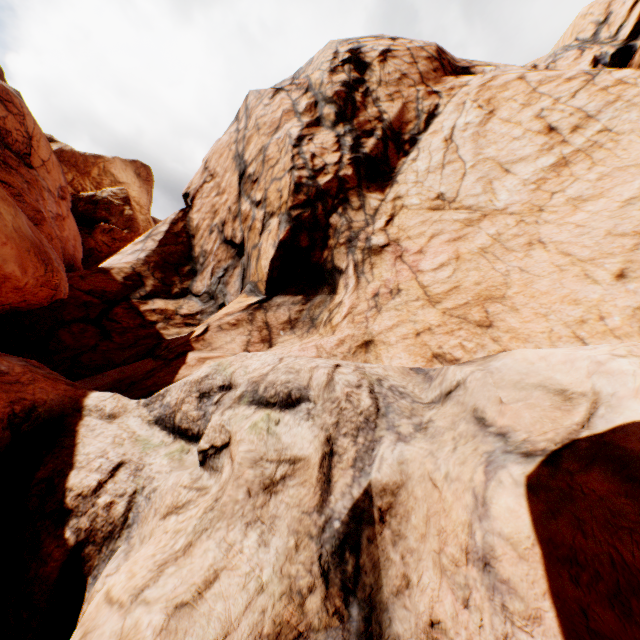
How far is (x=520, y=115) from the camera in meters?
13.1 m
